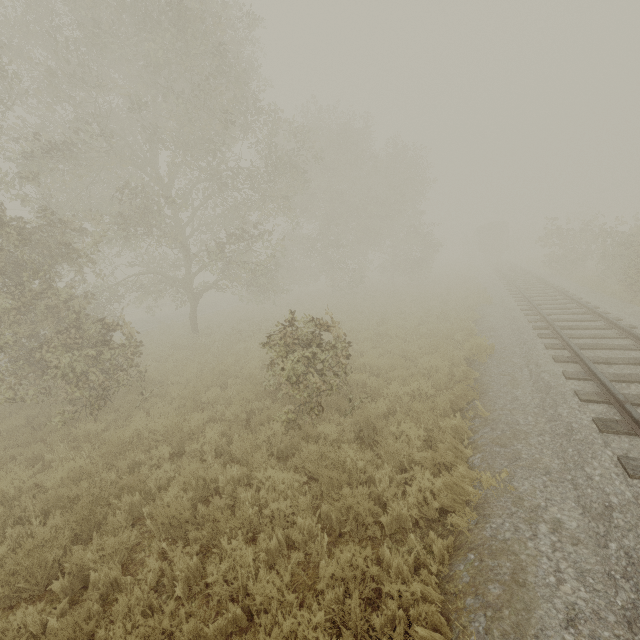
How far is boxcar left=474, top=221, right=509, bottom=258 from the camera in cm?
4206

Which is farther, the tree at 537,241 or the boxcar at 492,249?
the boxcar at 492,249

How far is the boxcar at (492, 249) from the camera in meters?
42.1 m

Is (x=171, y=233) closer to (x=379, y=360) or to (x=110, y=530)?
(x=379, y=360)

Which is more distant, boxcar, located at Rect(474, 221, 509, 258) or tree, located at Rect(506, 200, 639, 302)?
boxcar, located at Rect(474, 221, 509, 258)
